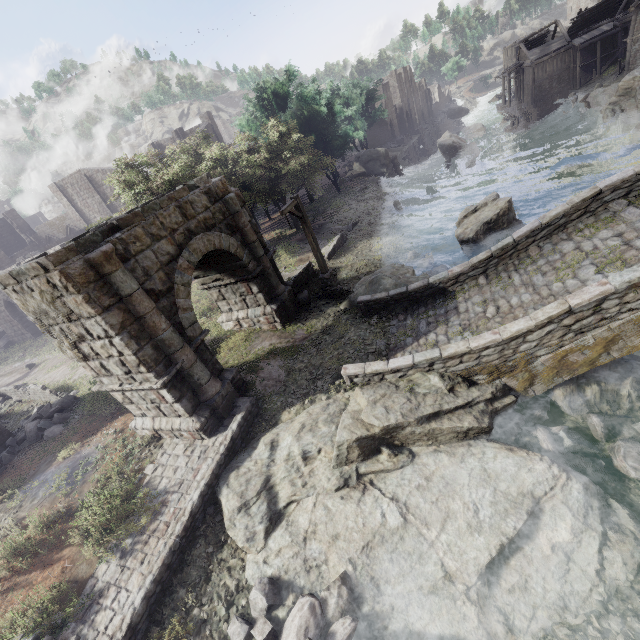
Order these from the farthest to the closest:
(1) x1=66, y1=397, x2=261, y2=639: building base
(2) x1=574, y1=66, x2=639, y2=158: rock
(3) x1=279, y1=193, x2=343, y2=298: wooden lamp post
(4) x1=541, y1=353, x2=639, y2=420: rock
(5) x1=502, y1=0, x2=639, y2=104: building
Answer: (5) x1=502, y1=0, x2=639, y2=104: building < (2) x1=574, y1=66, x2=639, y2=158: rock < (3) x1=279, y1=193, x2=343, y2=298: wooden lamp post < (4) x1=541, y1=353, x2=639, y2=420: rock < (1) x1=66, y1=397, x2=261, y2=639: building base

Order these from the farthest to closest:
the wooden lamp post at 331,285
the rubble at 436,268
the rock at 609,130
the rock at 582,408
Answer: the rock at 609,130
the rubble at 436,268
the wooden lamp post at 331,285
the rock at 582,408

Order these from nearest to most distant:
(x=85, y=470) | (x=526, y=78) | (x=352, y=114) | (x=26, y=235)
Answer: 1. (x=85, y=470)
2. (x=26, y=235)
3. (x=352, y=114)
4. (x=526, y=78)

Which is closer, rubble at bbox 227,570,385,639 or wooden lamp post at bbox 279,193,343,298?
rubble at bbox 227,570,385,639

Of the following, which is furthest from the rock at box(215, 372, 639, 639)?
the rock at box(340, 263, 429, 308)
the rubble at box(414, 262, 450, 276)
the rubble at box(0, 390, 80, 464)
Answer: the rubble at box(0, 390, 80, 464)

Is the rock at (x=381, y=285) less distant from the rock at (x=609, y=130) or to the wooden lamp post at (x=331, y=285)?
the wooden lamp post at (x=331, y=285)

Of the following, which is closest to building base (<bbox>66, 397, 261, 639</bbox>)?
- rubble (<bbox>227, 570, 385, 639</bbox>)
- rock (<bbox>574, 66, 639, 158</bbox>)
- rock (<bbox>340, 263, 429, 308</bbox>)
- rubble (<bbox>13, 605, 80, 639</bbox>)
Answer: rubble (<bbox>13, 605, 80, 639</bbox>)

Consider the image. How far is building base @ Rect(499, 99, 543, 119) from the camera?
49.2 meters
